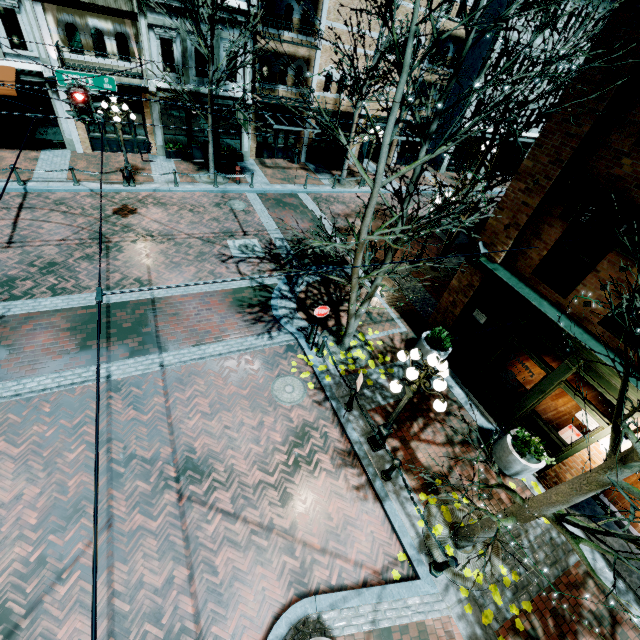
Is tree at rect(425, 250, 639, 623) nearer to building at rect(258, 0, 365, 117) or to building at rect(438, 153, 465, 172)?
building at rect(258, 0, 365, 117)

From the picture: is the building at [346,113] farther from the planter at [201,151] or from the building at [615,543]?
the building at [615,543]

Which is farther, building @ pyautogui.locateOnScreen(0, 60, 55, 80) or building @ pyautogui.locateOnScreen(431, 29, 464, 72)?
building @ pyautogui.locateOnScreen(431, 29, 464, 72)

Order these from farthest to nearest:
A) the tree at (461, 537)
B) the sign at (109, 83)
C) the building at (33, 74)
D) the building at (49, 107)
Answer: the building at (49, 107), the building at (33, 74), the sign at (109, 83), the tree at (461, 537)

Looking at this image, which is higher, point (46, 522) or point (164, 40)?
point (164, 40)

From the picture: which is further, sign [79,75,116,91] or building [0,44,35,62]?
building [0,44,35,62]

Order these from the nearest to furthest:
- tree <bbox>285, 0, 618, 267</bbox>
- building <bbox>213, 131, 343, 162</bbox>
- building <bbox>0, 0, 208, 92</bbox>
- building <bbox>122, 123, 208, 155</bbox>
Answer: tree <bbox>285, 0, 618, 267</bbox>, building <bbox>0, 0, 208, 92</bbox>, building <bbox>122, 123, 208, 155</bbox>, building <bbox>213, 131, 343, 162</bbox>

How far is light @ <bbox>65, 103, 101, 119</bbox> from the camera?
9.4m
